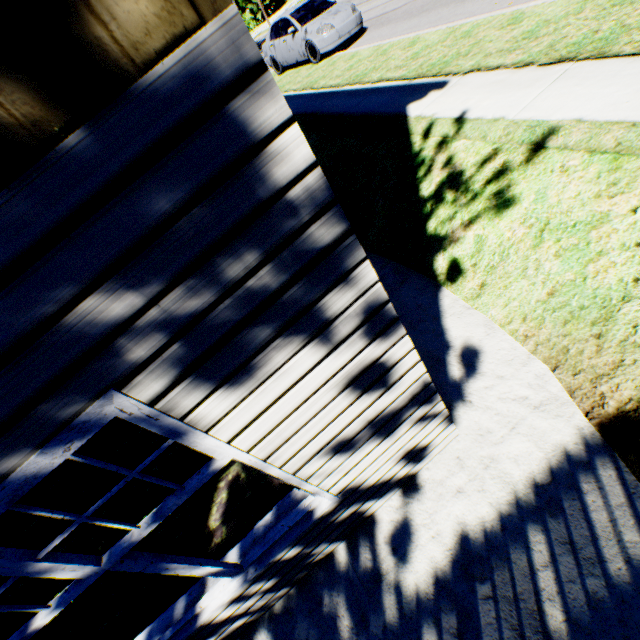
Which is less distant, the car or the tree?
the car

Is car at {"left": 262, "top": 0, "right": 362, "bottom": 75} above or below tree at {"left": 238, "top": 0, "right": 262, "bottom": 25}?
below

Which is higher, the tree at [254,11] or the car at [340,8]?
the tree at [254,11]

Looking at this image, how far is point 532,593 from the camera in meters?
2.4 m

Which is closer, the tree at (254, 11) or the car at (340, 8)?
the car at (340, 8)
